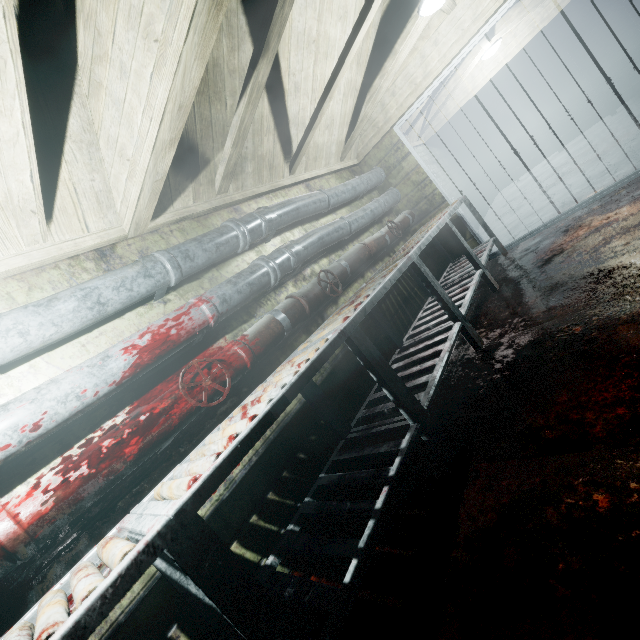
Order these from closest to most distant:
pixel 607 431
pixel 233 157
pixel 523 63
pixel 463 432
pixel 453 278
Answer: pixel 607 431, pixel 463 432, pixel 233 157, pixel 453 278, pixel 523 63

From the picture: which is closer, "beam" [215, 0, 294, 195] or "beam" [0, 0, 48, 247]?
"beam" [0, 0, 48, 247]

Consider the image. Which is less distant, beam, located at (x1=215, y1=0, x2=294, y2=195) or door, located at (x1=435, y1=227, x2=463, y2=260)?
beam, located at (x1=215, y1=0, x2=294, y2=195)

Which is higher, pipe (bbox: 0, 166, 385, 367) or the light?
the light

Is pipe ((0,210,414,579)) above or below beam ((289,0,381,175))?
below

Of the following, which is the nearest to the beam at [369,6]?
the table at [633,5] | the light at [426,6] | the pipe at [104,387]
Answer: the light at [426,6]

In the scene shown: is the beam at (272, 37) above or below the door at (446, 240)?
above

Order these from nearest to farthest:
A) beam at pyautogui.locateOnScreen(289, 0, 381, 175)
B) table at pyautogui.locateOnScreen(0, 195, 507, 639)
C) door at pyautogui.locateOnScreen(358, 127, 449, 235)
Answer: table at pyautogui.locateOnScreen(0, 195, 507, 639)
beam at pyautogui.locateOnScreen(289, 0, 381, 175)
door at pyautogui.locateOnScreen(358, 127, 449, 235)
